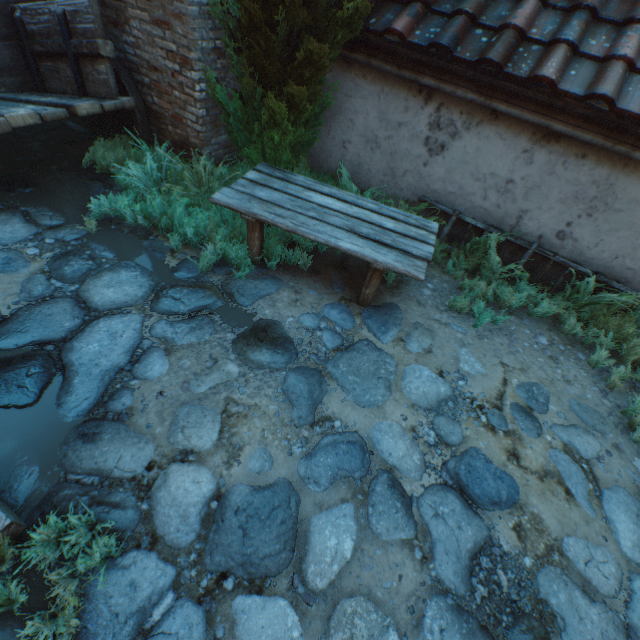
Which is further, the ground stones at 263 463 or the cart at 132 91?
the cart at 132 91

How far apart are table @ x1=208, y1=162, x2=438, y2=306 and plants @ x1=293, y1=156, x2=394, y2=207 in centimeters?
48cm

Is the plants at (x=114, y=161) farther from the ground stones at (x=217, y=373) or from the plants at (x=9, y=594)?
the plants at (x=9, y=594)

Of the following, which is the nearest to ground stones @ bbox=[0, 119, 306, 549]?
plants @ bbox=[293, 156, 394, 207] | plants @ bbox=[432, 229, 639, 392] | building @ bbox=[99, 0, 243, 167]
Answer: building @ bbox=[99, 0, 243, 167]

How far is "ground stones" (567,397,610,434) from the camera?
3.08m

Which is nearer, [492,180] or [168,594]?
[168,594]

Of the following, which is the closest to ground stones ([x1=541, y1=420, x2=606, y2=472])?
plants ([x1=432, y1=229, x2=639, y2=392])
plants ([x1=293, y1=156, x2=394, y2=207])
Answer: plants ([x1=432, y1=229, x2=639, y2=392])

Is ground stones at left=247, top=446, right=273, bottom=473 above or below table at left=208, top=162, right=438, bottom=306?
below
